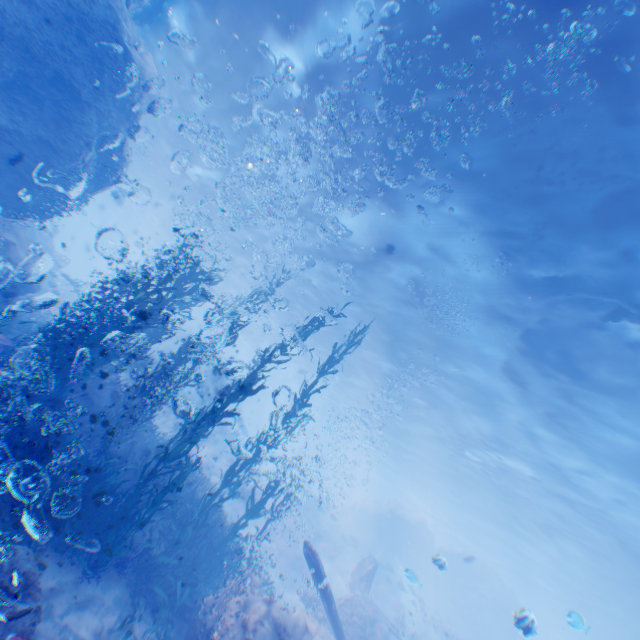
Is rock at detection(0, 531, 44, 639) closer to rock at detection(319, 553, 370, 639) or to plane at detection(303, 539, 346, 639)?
rock at detection(319, 553, 370, 639)

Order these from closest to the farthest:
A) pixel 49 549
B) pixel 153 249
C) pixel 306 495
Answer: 1. pixel 49 549
2. pixel 306 495
3. pixel 153 249

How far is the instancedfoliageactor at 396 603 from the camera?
22.0 meters

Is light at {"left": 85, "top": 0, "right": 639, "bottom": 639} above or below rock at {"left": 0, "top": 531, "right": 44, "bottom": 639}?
above

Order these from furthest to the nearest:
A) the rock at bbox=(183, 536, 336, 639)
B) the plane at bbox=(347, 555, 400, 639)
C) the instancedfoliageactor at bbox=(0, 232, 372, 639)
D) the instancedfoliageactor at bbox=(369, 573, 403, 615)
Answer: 1. the instancedfoliageactor at bbox=(369, 573, 403, 615)
2. the plane at bbox=(347, 555, 400, 639)
3. the instancedfoliageactor at bbox=(0, 232, 372, 639)
4. the rock at bbox=(183, 536, 336, 639)

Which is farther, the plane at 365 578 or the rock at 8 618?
the plane at 365 578

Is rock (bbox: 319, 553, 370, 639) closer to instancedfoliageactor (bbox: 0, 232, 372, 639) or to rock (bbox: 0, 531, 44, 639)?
instancedfoliageactor (bbox: 0, 232, 372, 639)

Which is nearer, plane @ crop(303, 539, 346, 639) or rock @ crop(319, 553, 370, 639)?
plane @ crop(303, 539, 346, 639)
